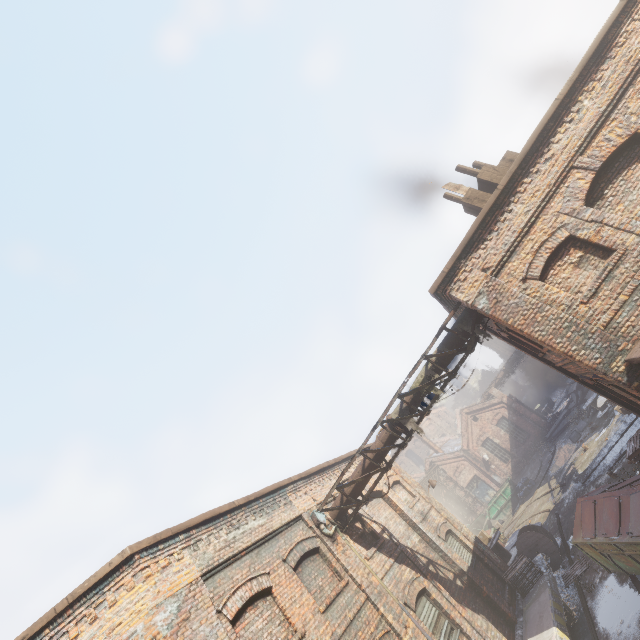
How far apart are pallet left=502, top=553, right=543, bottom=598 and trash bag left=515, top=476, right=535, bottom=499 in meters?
14.5

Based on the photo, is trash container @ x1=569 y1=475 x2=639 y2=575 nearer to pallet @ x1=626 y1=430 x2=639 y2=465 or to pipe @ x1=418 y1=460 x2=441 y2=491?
pallet @ x1=626 y1=430 x2=639 y2=465

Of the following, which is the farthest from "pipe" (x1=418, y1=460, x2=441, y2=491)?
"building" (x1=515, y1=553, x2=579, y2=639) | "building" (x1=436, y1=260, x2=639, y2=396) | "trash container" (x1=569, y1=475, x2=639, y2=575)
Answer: "building" (x1=436, y1=260, x2=639, y2=396)

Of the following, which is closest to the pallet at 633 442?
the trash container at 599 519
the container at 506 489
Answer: the trash container at 599 519

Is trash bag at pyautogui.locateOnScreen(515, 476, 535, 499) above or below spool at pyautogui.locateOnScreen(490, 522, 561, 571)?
below

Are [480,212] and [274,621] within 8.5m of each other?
no

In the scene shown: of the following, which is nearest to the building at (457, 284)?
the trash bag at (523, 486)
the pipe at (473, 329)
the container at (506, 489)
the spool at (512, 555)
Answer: the pipe at (473, 329)

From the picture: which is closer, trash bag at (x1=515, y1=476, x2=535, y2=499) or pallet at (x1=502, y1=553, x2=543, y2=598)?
pallet at (x1=502, y1=553, x2=543, y2=598)
